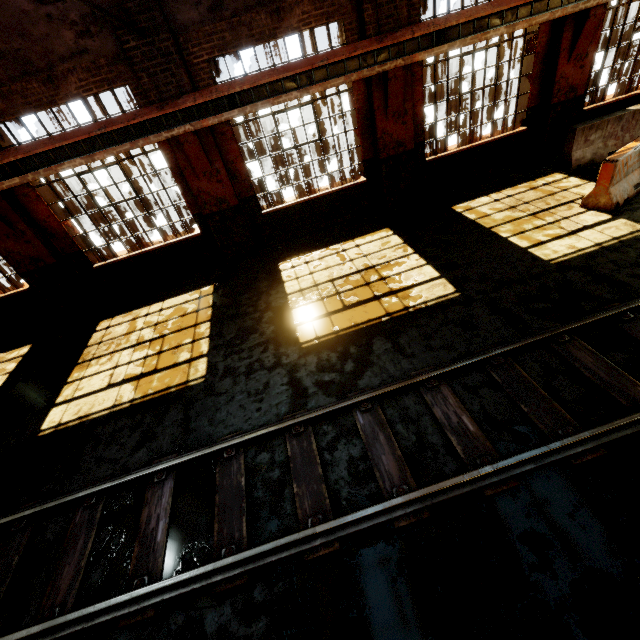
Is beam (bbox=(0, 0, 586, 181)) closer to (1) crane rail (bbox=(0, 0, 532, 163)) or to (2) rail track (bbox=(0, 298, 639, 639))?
(1) crane rail (bbox=(0, 0, 532, 163))

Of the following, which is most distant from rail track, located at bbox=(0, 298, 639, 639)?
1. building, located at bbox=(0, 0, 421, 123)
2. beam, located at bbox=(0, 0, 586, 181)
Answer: beam, located at bbox=(0, 0, 586, 181)

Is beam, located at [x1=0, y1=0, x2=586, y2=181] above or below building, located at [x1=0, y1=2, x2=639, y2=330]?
above

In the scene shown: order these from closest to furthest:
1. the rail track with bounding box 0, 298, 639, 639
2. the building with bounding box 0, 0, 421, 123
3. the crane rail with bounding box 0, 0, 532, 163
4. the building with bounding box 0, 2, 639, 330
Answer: the rail track with bounding box 0, 298, 639, 639 → the building with bounding box 0, 0, 421, 123 → the crane rail with bounding box 0, 0, 532, 163 → the building with bounding box 0, 2, 639, 330

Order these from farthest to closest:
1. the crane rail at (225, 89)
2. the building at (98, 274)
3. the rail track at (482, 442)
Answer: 1. the building at (98, 274)
2. the crane rail at (225, 89)
3. the rail track at (482, 442)

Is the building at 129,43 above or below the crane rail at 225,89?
above

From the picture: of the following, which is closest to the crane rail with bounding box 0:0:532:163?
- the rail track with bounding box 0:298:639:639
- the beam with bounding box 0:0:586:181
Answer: the beam with bounding box 0:0:586:181

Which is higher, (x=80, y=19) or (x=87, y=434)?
(x=80, y=19)
